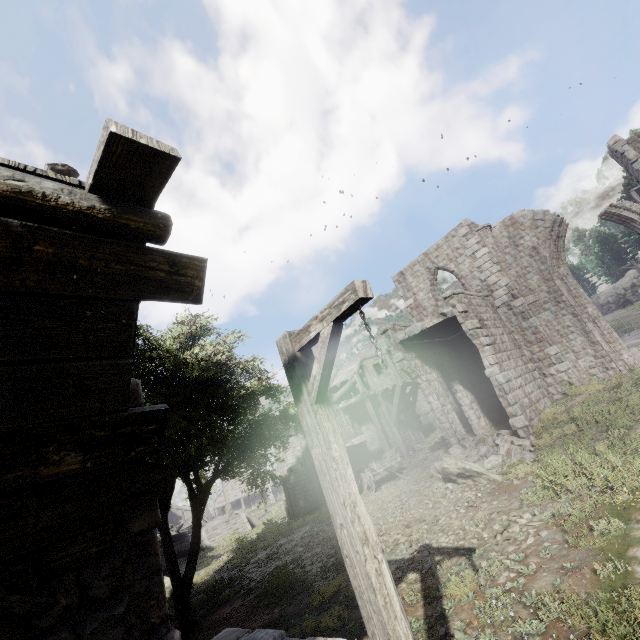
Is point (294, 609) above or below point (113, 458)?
below

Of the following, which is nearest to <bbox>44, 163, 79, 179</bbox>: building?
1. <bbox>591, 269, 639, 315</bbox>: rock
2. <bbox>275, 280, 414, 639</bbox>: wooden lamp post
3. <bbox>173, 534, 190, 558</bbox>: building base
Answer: <bbox>275, 280, 414, 639</bbox>: wooden lamp post

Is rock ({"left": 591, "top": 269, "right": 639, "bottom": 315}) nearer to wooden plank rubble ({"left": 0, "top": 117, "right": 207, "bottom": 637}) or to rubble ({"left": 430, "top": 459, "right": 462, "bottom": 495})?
rubble ({"left": 430, "top": 459, "right": 462, "bottom": 495})

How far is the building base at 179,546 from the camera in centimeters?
2755cm

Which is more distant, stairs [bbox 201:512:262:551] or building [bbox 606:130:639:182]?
stairs [bbox 201:512:262:551]

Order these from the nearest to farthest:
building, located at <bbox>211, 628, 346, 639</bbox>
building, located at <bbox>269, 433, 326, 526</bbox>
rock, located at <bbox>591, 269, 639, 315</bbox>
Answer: building, located at <bbox>211, 628, 346, 639</bbox>
building, located at <bbox>269, 433, 326, 526</bbox>
rock, located at <bbox>591, 269, 639, 315</bbox>

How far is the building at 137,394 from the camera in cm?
370

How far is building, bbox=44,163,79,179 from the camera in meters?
6.7
